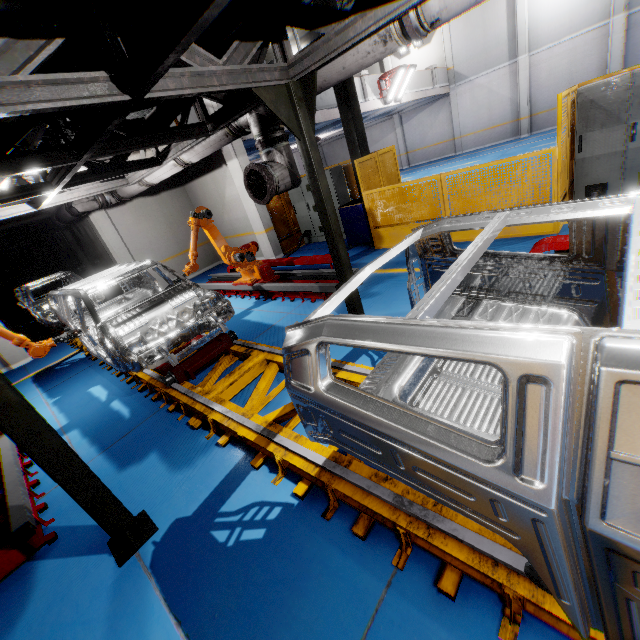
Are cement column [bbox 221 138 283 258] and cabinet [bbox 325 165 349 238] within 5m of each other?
yes

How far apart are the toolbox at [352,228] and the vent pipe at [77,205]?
6.73m

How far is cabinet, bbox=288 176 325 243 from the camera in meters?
10.7 m

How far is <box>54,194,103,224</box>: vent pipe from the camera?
8.75m

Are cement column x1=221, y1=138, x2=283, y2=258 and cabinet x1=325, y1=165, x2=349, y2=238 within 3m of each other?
yes

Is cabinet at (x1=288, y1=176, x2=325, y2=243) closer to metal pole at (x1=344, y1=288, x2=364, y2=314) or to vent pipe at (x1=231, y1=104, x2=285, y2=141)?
vent pipe at (x1=231, y1=104, x2=285, y2=141)

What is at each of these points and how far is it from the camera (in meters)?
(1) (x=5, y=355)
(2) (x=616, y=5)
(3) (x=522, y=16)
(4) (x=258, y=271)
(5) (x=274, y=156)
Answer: (1) cement column, 9.06
(2) cement column, 15.02
(3) cement column, 17.03
(4) robot arm, 7.79
(5) vent pipe, 4.87

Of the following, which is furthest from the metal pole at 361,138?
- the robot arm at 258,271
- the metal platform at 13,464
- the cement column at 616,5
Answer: the cement column at 616,5
